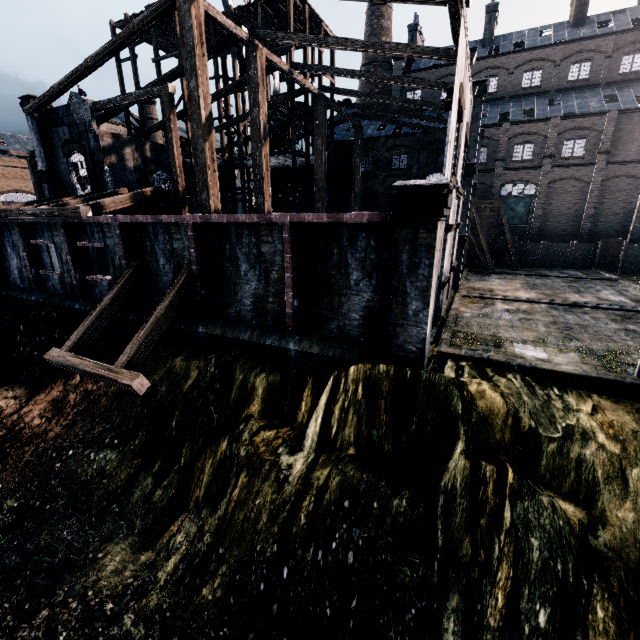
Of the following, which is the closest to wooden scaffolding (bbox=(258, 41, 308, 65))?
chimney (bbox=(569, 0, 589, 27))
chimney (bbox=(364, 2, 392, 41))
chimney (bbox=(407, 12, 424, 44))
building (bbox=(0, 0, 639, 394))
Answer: building (bbox=(0, 0, 639, 394))

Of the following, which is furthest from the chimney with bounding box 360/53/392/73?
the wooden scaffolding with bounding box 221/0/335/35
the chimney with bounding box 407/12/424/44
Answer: the wooden scaffolding with bounding box 221/0/335/35

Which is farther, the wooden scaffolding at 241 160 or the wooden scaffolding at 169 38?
the wooden scaffolding at 241 160

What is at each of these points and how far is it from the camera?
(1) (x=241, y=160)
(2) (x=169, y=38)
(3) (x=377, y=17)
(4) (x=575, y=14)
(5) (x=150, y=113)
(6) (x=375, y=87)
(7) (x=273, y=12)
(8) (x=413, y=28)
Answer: (1) wooden scaffolding, 31.75m
(2) wooden scaffolding, 32.84m
(3) chimney, 44.41m
(4) chimney, 36.19m
(5) chimney, 54.19m
(6) chimney, 46.16m
(7) wooden scaffolding, 28.78m
(8) chimney, 42.62m

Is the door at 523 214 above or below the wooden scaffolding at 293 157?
below

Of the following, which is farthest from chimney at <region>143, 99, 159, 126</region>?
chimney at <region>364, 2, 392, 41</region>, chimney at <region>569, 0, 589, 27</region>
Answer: chimney at <region>569, 0, 589, 27</region>

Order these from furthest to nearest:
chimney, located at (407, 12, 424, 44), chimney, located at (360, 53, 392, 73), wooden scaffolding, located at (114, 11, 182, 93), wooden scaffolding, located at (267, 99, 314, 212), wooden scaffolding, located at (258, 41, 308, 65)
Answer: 1. chimney, located at (360, 53, 392, 73)
2. chimney, located at (407, 12, 424, 44)
3. wooden scaffolding, located at (267, 99, 314, 212)
4. wooden scaffolding, located at (114, 11, 182, 93)
5. wooden scaffolding, located at (258, 41, 308, 65)

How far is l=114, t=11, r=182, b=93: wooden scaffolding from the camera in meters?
27.9 m
